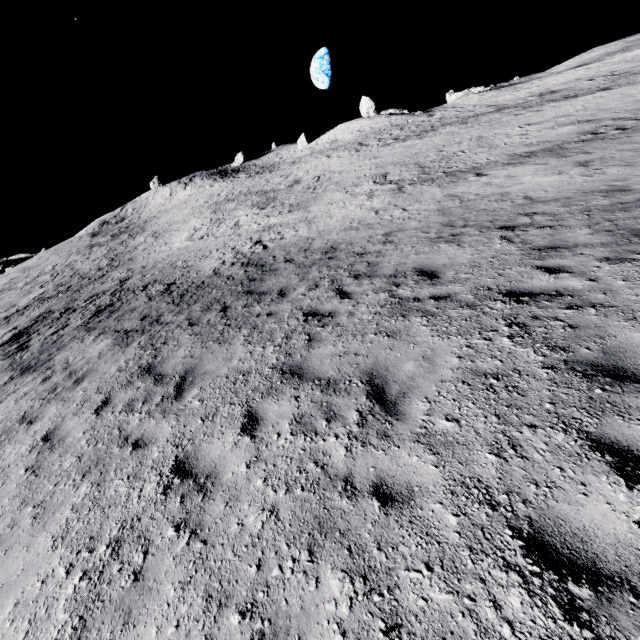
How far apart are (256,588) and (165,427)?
3.28m
